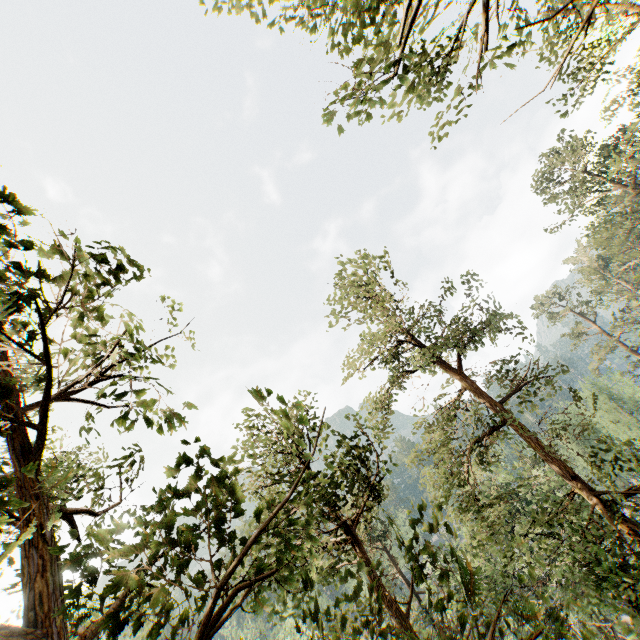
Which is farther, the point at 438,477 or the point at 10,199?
the point at 438,477

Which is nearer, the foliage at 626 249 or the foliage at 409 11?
the foliage at 626 249

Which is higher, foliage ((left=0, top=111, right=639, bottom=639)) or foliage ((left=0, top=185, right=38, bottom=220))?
foliage ((left=0, top=185, right=38, bottom=220))

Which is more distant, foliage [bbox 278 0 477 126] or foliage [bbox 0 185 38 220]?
foliage [bbox 278 0 477 126]
